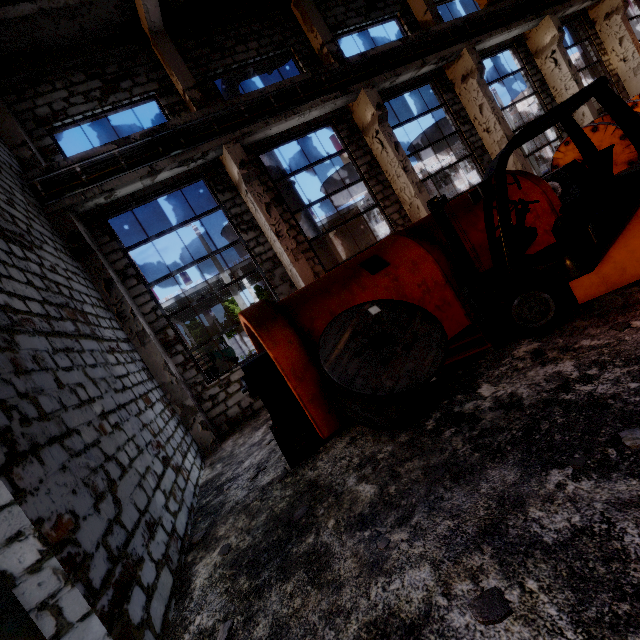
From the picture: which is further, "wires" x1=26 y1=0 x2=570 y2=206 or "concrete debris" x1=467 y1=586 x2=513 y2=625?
"wires" x1=26 y1=0 x2=570 y2=206

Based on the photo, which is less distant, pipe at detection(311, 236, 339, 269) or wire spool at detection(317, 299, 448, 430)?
wire spool at detection(317, 299, 448, 430)

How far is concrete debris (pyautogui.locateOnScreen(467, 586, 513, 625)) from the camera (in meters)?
1.62

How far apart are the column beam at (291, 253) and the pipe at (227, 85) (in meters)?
1.53

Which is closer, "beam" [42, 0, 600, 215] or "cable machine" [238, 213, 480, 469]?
"cable machine" [238, 213, 480, 469]

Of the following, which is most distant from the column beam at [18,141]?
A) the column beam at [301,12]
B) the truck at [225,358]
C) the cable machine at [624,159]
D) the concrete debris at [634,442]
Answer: the truck at [225,358]

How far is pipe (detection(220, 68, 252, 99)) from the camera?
10.4m

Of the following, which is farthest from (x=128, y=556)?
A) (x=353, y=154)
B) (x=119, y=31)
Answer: (x=119, y=31)
